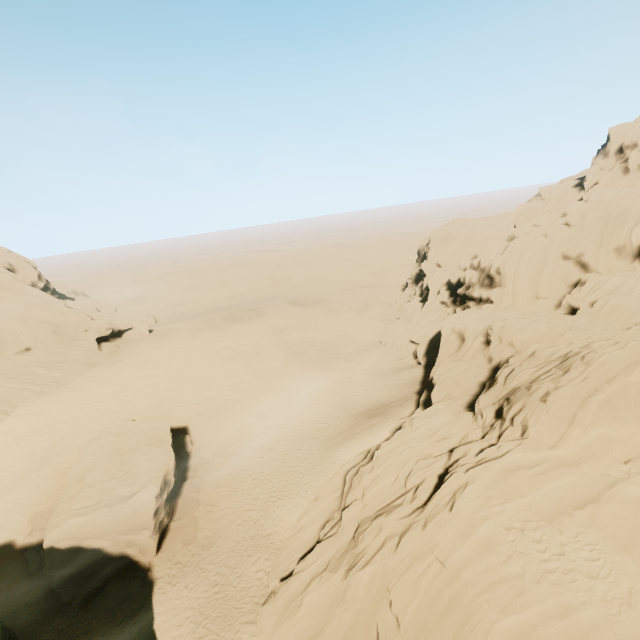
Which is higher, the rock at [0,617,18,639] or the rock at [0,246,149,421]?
the rock at [0,246,149,421]

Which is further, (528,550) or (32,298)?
(32,298)

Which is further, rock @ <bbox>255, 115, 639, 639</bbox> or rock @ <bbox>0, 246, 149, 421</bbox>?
rock @ <bbox>0, 246, 149, 421</bbox>

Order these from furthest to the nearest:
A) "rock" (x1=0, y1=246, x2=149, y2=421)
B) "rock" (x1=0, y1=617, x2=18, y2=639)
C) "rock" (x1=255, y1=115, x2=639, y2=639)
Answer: "rock" (x1=0, y1=246, x2=149, y2=421) < "rock" (x1=0, y1=617, x2=18, y2=639) < "rock" (x1=255, y1=115, x2=639, y2=639)

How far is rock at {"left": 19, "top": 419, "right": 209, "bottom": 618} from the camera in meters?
20.8 m

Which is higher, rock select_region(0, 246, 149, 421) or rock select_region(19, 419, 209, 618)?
rock select_region(0, 246, 149, 421)

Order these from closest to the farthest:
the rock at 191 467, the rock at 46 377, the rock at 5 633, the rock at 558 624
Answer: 1. the rock at 558 624
2. the rock at 5 633
3. the rock at 191 467
4. the rock at 46 377

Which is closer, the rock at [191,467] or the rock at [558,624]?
the rock at [558,624]
